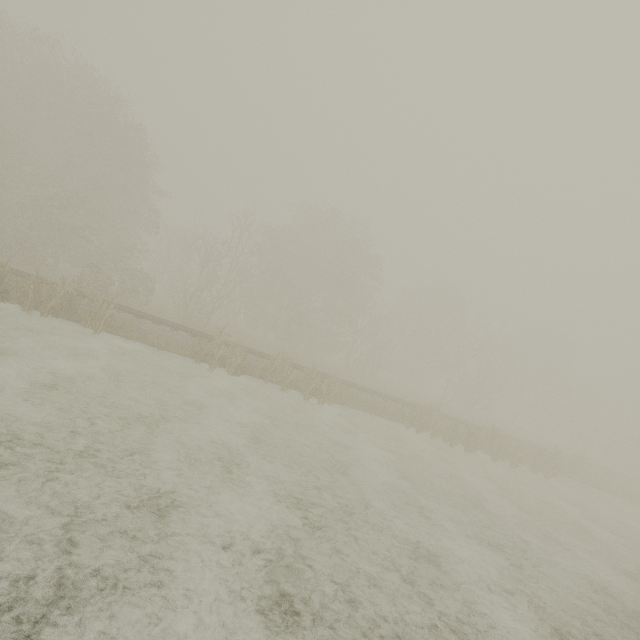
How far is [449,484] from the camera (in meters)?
11.70
